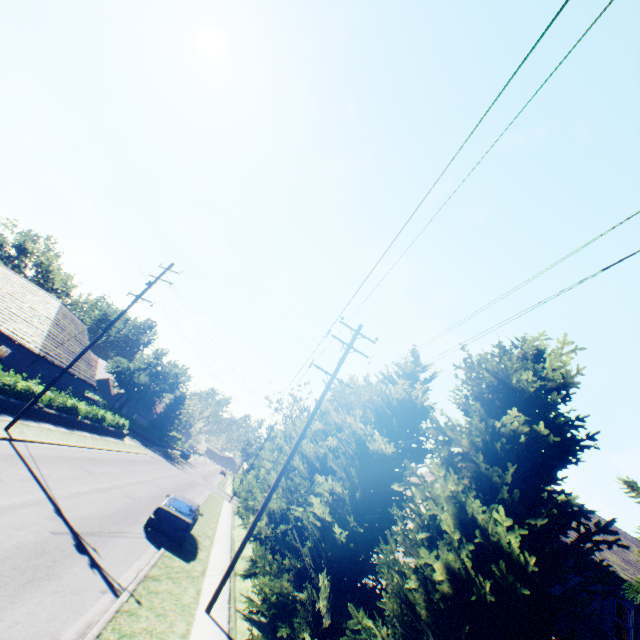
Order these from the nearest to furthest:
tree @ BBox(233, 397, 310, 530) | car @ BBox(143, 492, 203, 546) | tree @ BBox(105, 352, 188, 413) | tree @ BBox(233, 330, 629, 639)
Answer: tree @ BBox(233, 330, 629, 639) → car @ BBox(143, 492, 203, 546) → tree @ BBox(233, 397, 310, 530) → tree @ BBox(105, 352, 188, 413)

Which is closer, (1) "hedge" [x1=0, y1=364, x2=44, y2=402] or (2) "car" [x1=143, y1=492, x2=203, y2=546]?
(2) "car" [x1=143, y1=492, x2=203, y2=546]

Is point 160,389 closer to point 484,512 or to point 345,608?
point 345,608

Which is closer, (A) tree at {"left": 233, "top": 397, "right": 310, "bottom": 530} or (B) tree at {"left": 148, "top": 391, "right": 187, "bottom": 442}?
(A) tree at {"left": 233, "top": 397, "right": 310, "bottom": 530}

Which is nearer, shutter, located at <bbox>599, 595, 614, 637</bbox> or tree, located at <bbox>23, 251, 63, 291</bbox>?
shutter, located at <bbox>599, 595, 614, 637</bbox>

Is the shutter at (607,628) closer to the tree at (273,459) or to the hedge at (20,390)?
the tree at (273,459)

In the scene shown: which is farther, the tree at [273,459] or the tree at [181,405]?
the tree at [181,405]

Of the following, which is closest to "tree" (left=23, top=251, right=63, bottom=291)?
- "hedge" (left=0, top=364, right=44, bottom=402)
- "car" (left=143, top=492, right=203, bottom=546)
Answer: "car" (left=143, top=492, right=203, bottom=546)
